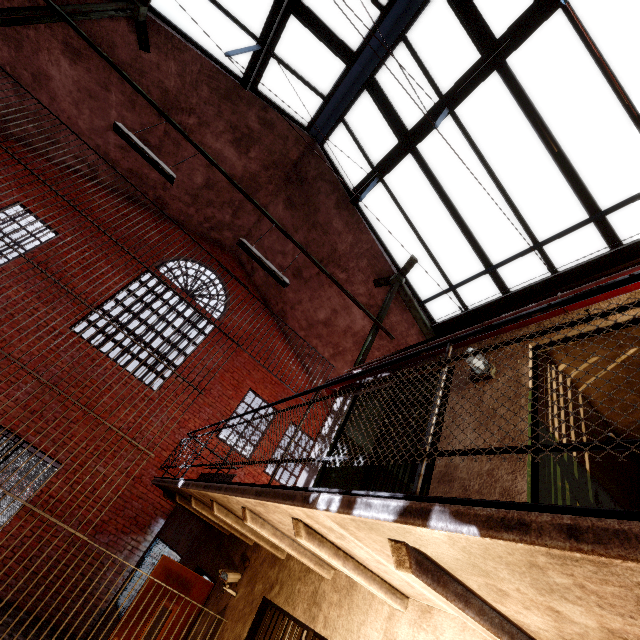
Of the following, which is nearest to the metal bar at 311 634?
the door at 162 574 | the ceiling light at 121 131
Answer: the door at 162 574

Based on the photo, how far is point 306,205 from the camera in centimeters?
968cm

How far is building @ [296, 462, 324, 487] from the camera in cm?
474

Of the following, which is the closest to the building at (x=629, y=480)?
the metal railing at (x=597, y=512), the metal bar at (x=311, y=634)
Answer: the metal bar at (x=311, y=634)

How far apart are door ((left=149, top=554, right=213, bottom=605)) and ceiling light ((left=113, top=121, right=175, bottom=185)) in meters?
5.7 m

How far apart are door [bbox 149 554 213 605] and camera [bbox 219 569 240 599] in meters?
0.5

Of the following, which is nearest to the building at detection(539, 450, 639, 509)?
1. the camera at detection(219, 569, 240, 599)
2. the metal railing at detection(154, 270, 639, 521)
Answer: → the metal railing at detection(154, 270, 639, 521)
